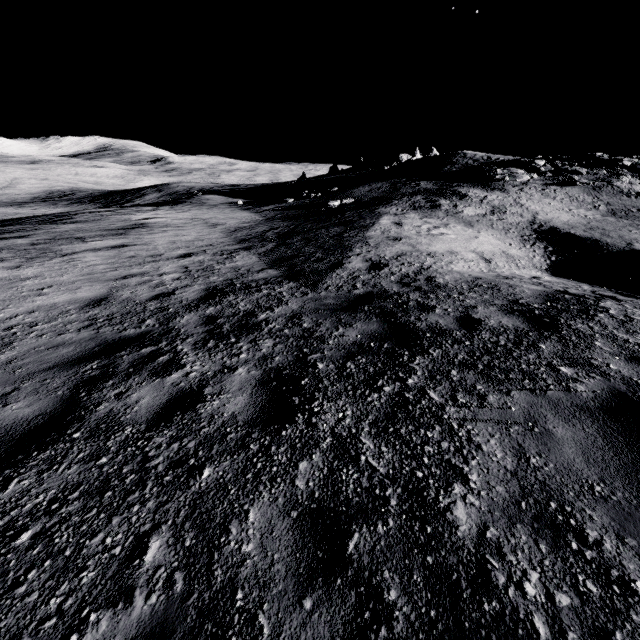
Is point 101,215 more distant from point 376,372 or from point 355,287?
point 376,372
